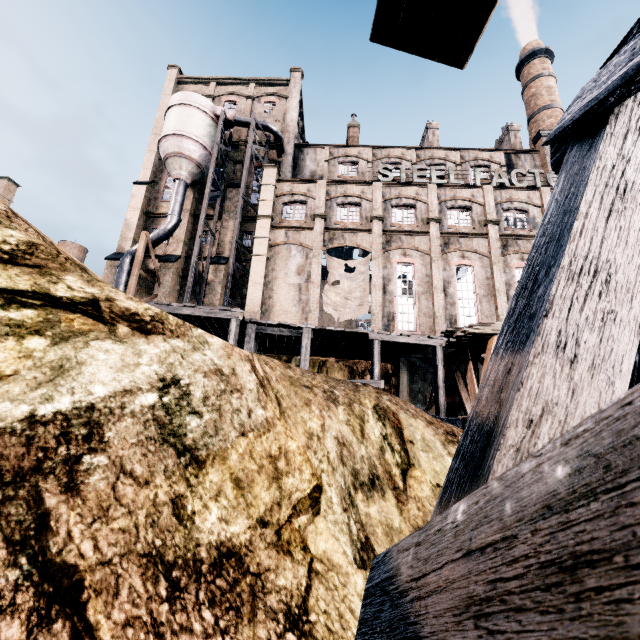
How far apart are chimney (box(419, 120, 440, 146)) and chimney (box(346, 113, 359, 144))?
7.5 meters

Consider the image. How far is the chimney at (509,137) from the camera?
36.5m

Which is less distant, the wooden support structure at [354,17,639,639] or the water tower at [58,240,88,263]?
the wooden support structure at [354,17,639,639]

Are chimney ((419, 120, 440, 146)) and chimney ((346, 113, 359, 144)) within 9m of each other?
yes

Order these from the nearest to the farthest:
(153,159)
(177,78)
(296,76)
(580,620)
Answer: (580,620)
(153,159)
(296,76)
(177,78)

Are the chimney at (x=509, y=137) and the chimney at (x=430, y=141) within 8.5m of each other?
yes

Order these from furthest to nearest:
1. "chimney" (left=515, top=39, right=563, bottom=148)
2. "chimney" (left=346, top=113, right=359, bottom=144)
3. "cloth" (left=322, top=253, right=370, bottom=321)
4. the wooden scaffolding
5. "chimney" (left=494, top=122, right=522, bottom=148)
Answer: "chimney" (left=515, top=39, right=563, bottom=148) → "chimney" (left=346, top=113, right=359, bottom=144) → "chimney" (left=494, top=122, right=522, bottom=148) → "cloth" (left=322, top=253, right=370, bottom=321) → the wooden scaffolding

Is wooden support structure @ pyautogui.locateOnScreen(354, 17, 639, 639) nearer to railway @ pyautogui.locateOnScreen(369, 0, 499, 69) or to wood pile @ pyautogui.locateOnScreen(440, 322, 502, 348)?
railway @ pyautogui.locateOnScreen(369, 0, 499, 69)
